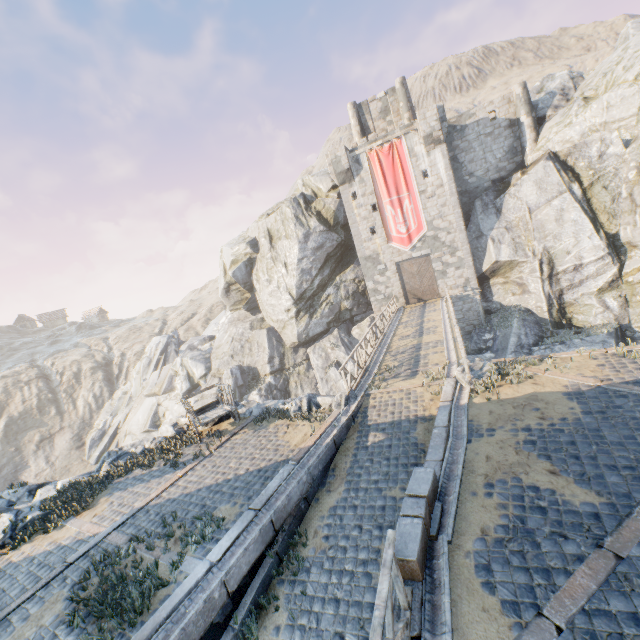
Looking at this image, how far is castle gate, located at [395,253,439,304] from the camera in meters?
27.7

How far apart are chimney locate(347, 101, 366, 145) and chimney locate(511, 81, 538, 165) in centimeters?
1189cm

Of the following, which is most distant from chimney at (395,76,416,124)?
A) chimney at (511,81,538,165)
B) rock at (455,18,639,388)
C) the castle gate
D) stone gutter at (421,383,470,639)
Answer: stone gutter at (421,383,470,639)

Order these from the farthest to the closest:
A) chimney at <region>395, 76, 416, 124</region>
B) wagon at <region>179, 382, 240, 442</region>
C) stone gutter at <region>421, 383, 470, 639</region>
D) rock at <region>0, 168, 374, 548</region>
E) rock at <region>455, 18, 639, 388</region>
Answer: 1. chimney at <region>395, 76, 416, 124</region>
2. rock at <region>455, 18, 639, 388</region>
3. rock at <region>0, 168, 374, 548</region>
4. wagon at <region>179, 382, 240, 442</region>
5. stone gutter at <region>421, 383, 470, 639</region>

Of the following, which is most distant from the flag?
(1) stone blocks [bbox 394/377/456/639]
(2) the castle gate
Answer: (1) stone blocks [bbox 394/377/456/639]

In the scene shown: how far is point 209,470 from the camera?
10.08m

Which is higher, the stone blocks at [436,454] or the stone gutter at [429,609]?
the stone blocks at [436,454]

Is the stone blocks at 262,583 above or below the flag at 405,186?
below
